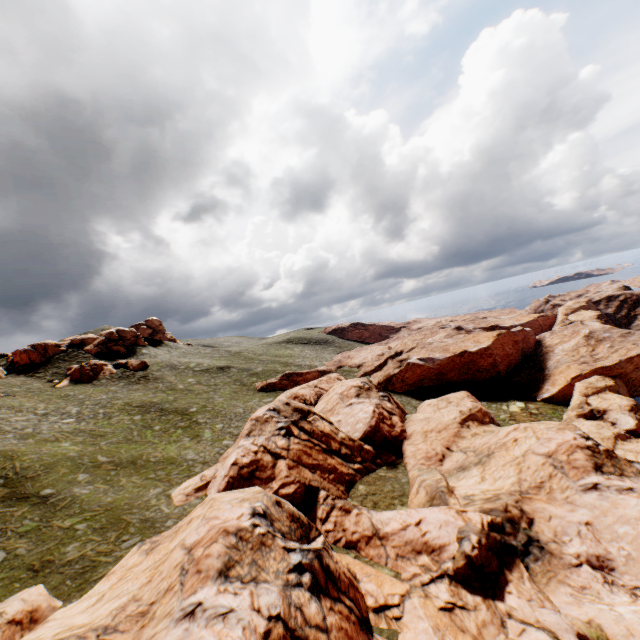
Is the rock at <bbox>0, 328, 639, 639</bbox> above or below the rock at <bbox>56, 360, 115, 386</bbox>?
below

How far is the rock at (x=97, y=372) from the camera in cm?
5695

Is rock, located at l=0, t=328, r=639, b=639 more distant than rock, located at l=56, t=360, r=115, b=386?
No

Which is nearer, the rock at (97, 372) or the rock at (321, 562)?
the rock at (321, 562)

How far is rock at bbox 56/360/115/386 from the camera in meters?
57.0 m

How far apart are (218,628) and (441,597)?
13.7 meters
